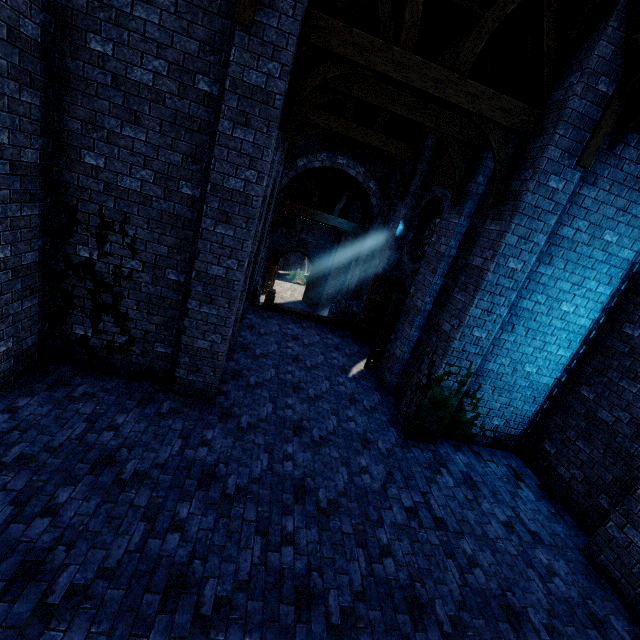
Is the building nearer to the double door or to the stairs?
the double door

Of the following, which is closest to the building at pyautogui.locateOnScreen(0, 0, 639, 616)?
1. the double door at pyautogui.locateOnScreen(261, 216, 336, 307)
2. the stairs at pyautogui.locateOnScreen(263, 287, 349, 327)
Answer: the double door at pyautogui.locateOnScreen(261, 216, 336, 307)

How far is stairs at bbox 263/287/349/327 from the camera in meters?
12.1

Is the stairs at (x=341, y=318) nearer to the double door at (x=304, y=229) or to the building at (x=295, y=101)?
Result: the building at (x=295, y=101)

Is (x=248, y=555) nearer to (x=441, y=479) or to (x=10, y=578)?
(x=10, y=578)

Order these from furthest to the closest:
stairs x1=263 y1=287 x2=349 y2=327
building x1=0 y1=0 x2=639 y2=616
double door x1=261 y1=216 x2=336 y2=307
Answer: double door x1=261 y1=216 x2=336 y2=307
stairs x1=263 y1=287 x2=349 y2=327
building x1=0 y1=0 x2=639 y2=616
